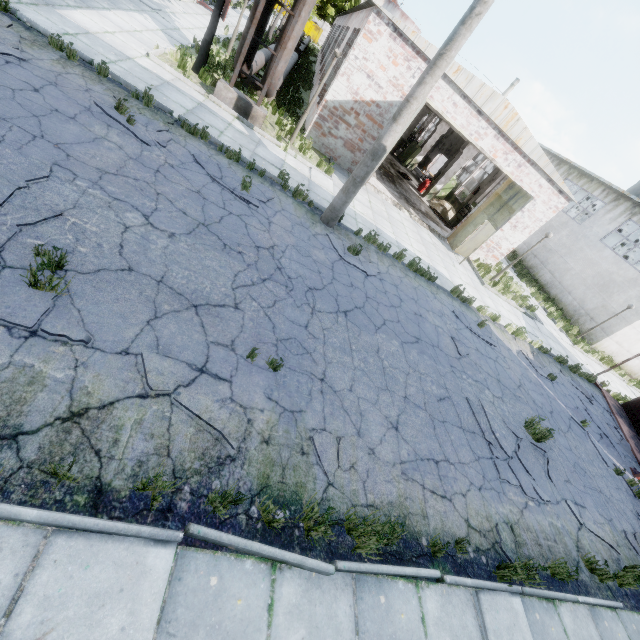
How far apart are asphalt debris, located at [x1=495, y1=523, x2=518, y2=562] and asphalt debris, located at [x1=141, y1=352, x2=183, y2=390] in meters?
4.6 m

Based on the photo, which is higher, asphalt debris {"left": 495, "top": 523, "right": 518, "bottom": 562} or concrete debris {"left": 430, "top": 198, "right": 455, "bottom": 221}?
concrete debris {"left": 430, "top": 198, "right": 455, "bottom": 221}

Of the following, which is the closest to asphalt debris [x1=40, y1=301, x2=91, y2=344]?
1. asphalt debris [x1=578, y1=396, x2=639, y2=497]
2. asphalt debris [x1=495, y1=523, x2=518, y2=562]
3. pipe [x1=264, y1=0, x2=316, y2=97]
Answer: pipe [x1=264, y1=0, x2=316, y2=97]

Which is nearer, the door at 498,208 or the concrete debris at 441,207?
the door at 498,208

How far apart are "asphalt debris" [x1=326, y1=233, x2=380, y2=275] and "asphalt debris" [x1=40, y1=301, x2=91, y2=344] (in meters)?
5.82

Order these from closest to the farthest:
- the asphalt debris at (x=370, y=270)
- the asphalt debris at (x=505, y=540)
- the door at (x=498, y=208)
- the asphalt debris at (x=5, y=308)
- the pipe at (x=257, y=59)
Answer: the asphalt debris at (x=5, y=308), the asphalt debris at (x=505, y=540), the asphalt debris at (x=370, y=270), the pipe at (x=257, y=59), the door at (x=498, y=208)

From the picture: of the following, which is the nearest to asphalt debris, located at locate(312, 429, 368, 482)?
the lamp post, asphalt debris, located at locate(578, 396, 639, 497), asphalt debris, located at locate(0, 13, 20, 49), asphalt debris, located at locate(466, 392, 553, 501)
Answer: asphalt debris, located at locate(466, 392, 553, 501)

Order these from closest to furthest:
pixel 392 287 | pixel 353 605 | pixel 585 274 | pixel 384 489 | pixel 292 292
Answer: pixel 353 605 → pixel 384 489 → pixel 292 292 → pixel 392 287 → pixel 585 274
